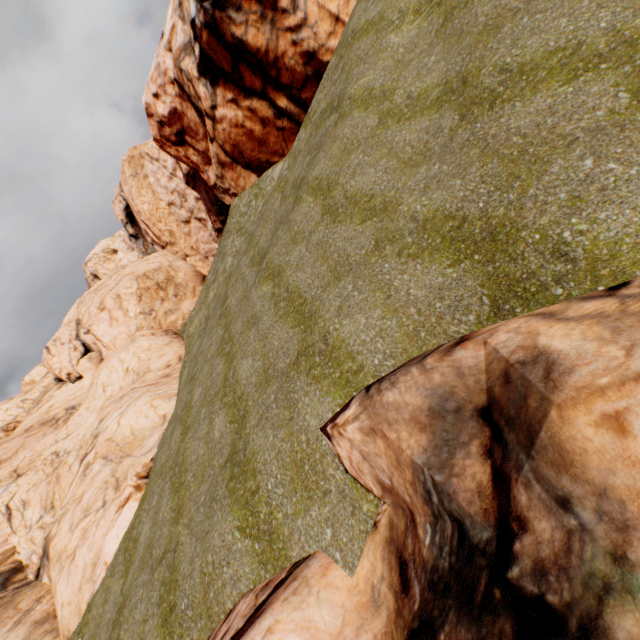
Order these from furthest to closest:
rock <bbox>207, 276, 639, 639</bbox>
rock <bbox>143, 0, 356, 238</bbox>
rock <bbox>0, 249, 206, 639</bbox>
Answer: rock <bbox>143, 0, 356, 238</bbox> < rock <bbox>0, 249, 206, 639</bbox> < rock <bbox>207, 276, 639, 639</bbox>

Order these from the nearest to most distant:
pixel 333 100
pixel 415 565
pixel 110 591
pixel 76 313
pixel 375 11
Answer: pixel 415 565, pixel 110 591, pixel 375 11, pixel 333 100, pixel 76 313

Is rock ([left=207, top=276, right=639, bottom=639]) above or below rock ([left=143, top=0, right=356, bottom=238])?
below

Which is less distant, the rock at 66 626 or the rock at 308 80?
the rock at 66 626

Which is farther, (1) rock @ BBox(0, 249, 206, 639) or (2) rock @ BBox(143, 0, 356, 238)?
(2) rock @ BBox(143, 0, 356, 238)

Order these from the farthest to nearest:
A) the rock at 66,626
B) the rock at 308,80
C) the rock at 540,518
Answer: the rock at 308,80 → the rock at 66,626 → the rock at 540,518
